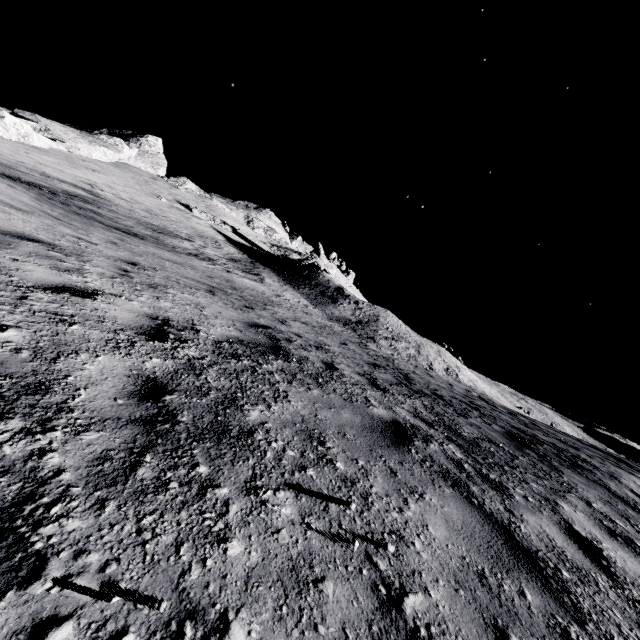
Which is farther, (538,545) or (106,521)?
(538,545)
